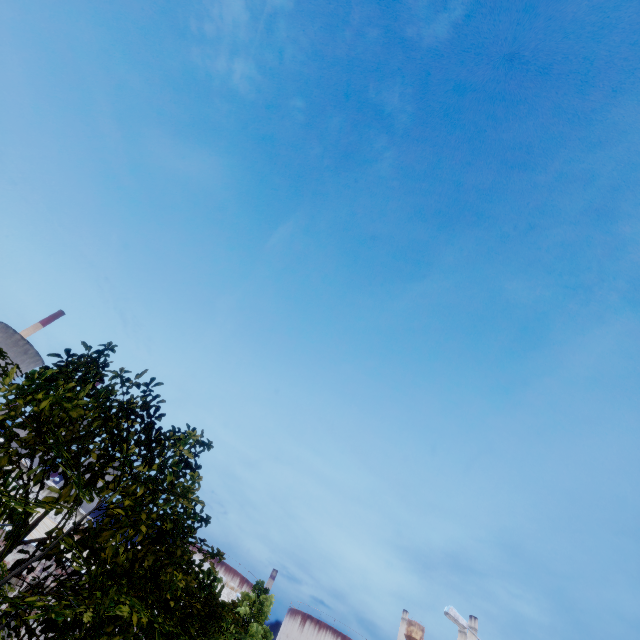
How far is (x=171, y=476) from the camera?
5.0m
